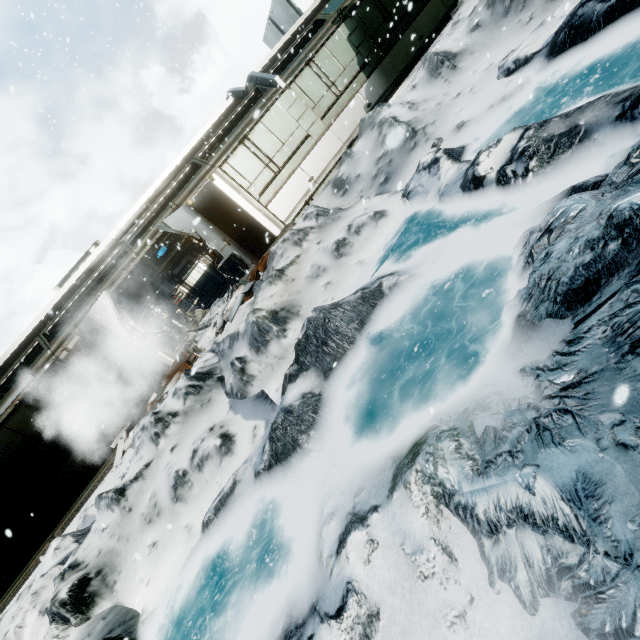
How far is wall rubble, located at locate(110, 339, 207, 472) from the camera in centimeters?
830cm

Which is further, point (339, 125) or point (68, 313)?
point (339, 125)

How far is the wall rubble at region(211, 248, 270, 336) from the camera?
8.42m

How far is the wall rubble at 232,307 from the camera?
8.4 meters

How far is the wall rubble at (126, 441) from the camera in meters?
8.3
